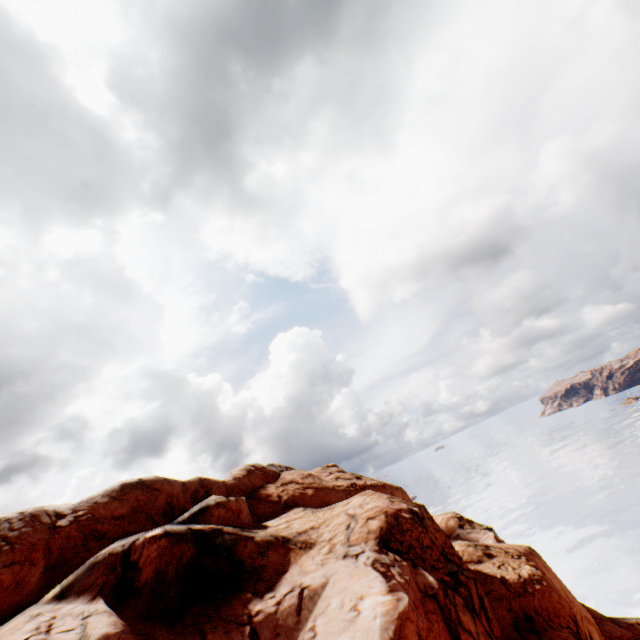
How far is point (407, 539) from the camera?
18.00m
